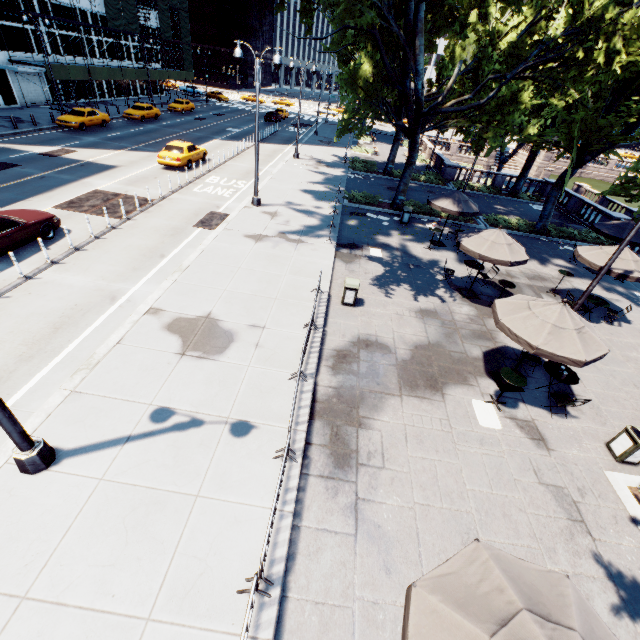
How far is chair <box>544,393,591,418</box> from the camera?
8.62m

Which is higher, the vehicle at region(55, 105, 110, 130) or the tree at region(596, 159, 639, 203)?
the tree at region(596, 159, 639, 203)

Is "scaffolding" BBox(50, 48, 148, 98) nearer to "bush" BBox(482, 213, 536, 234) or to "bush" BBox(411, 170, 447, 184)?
"bush" BBox(411, 170, 447, 184)

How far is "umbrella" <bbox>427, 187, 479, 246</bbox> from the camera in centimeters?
1625cm

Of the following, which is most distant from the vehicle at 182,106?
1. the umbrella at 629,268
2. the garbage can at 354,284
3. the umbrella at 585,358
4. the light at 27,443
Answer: the umbrella at 585,358

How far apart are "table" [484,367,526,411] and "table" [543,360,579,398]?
1.5 meters

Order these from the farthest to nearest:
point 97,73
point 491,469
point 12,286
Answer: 1. point 97,73
2. point 12,286
3. point 491,469

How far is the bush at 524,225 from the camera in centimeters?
2217cm
